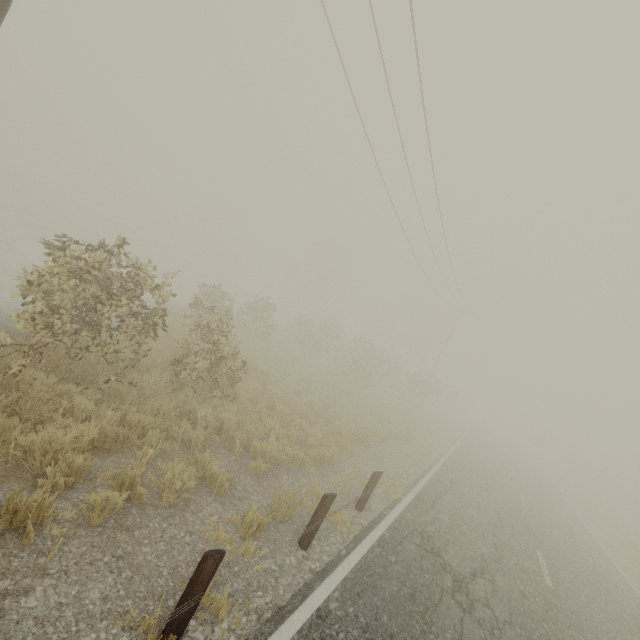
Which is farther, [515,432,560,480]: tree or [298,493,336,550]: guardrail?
[515,432,560,480]: tree

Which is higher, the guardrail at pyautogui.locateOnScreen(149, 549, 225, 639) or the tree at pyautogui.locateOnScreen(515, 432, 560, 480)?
the tree at pyautogui.locateOnScreen(515, 432, 560, 480)

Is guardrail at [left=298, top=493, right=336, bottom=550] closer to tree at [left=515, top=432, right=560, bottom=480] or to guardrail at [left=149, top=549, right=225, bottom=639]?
guardrail at [left=149, top=549, right=225, bottom=639]

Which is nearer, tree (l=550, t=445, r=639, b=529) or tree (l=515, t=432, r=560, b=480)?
tree (l=550, t=445, r=639, b=529)

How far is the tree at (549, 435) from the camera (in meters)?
34.69

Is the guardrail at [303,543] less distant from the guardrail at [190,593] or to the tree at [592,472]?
the guardrail at [190,593]

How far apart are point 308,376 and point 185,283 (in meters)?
24.90

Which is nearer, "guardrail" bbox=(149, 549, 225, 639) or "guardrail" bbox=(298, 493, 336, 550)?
"guardrail" bbox=(149, 549, 225, 639)
